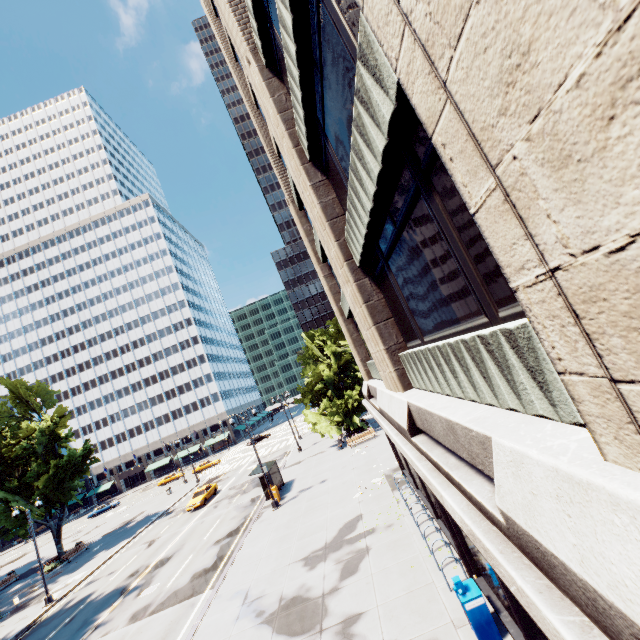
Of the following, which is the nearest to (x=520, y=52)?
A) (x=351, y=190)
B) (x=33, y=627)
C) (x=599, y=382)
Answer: (x=599, y=382)

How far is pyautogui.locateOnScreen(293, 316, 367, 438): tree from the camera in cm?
3341

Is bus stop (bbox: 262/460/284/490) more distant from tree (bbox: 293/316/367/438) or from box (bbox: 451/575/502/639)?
box (bbox: 451/575/502/639)

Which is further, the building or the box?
the box

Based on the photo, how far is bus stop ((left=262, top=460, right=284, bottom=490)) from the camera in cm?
2570

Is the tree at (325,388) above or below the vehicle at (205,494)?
above

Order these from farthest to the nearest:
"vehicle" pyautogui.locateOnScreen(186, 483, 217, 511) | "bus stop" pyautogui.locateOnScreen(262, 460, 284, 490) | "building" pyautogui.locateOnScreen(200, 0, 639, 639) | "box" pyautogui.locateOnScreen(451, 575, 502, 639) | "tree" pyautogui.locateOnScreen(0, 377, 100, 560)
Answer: "vehicle" pyautogui.locateOnScreen(186, 483, 217, 511), "tree" pyautogui.locateOnScreen(0, 377, 100, 560), "bus stop" pyautogui.locateOnScreen(262, 460, 284, 490), "box" pyautogui.locateOnScreen(451, 575, 502, 639), "building" pyautogui.locateOnScreen(200, 0, 639, 639)

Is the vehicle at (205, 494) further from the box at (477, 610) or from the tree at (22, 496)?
the box at (477, 610)
